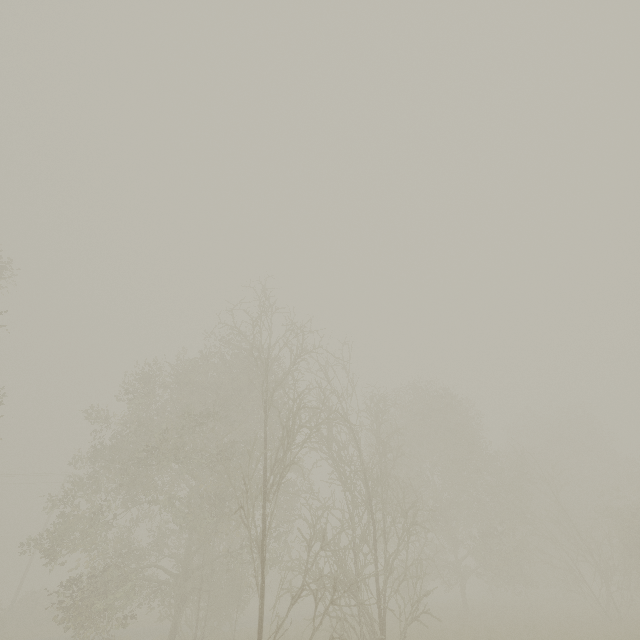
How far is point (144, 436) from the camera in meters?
20.1
